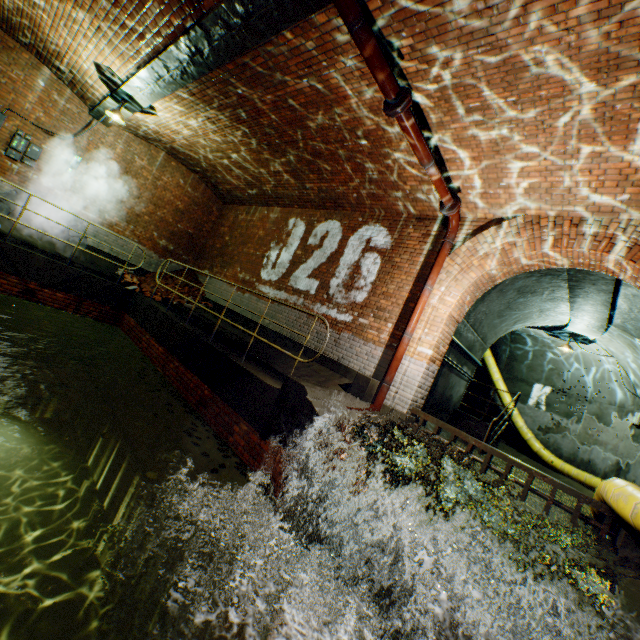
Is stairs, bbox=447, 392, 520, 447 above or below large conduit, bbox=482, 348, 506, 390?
below

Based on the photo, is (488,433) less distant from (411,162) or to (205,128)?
(411,162)

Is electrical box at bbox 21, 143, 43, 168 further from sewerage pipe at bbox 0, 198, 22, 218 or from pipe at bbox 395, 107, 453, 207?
pipe at bbox 395, 107, 453, 207

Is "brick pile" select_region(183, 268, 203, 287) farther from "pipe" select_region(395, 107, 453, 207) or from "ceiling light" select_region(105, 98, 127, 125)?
"pipe" select_region(395, 107, 453, 207)

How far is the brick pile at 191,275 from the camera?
12.04m

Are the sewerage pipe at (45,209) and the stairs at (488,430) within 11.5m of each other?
no

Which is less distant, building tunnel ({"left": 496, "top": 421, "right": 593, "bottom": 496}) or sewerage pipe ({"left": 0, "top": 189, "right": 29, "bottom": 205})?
sewerage pipe ({"left": 0, "top": 189, "right": 29, "bottom": 205})

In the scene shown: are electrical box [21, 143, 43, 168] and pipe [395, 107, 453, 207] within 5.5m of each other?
no
